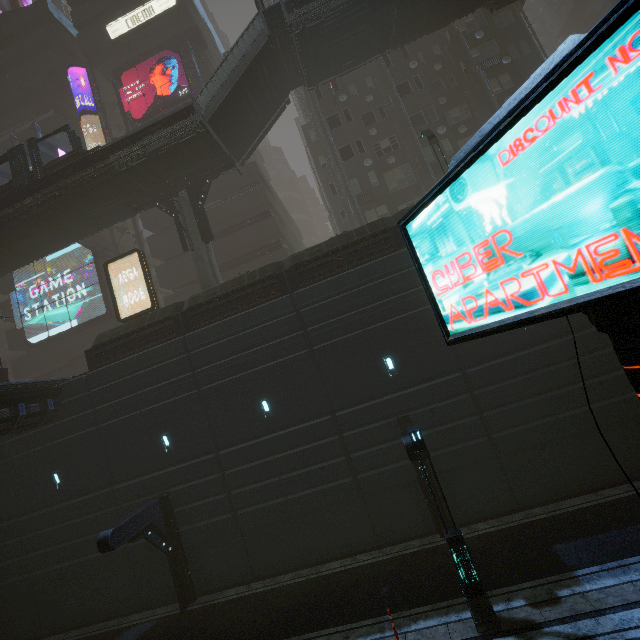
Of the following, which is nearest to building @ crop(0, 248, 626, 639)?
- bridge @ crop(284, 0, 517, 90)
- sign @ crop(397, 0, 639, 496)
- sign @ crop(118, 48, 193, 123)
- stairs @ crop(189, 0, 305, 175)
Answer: sign @ crop(397, 0, 639, 496)

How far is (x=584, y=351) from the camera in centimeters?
1298cm

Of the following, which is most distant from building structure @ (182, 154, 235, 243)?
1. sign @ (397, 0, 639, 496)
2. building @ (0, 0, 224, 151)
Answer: sign @ (397, 0, 639, 496)

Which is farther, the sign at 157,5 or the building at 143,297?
the sign at 157,5

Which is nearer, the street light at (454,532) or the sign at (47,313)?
the street light at (454,532)

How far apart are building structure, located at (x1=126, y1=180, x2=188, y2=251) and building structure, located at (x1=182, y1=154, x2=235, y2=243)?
0.7 meters

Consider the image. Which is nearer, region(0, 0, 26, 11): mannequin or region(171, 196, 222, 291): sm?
region(171, 196, 222, 291): sm

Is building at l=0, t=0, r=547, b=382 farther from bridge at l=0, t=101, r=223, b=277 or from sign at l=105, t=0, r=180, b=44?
bridge at l=0, t=101, r=223, b=277
